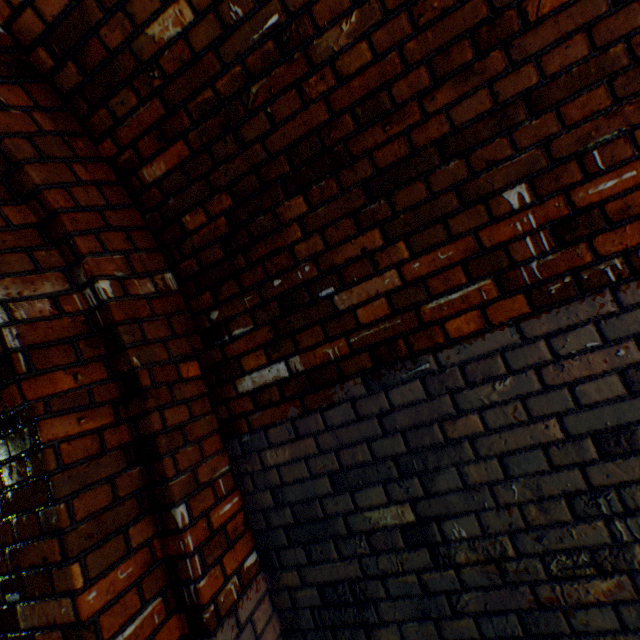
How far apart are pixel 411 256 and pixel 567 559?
1.2 meters
